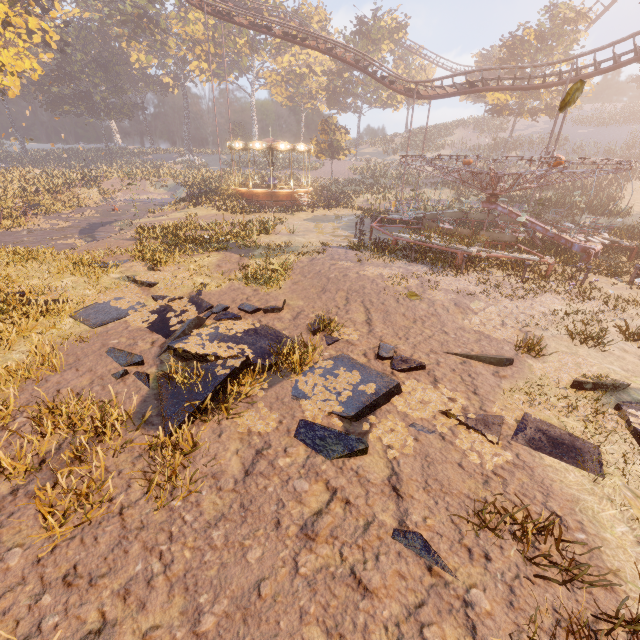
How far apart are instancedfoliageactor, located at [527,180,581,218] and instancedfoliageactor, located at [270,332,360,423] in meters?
30.5

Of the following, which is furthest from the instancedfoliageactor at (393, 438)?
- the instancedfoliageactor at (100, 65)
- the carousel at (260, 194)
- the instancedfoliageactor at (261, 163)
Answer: the instancedfoliageactor at (261, 163)

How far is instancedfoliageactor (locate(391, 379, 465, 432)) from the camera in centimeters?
552cm

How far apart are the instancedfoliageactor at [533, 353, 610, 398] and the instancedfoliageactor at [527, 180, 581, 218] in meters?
26.5 m

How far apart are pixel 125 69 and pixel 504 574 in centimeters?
7462cm

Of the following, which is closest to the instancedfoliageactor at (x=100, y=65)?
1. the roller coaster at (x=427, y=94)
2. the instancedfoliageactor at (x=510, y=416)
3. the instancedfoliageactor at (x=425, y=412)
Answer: the roller coaster at (x=427, y=94)

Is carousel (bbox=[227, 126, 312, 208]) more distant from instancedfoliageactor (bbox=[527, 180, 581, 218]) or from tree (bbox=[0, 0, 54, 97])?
instancedfoliageactor (bbox=[527, 180, 581, 218])

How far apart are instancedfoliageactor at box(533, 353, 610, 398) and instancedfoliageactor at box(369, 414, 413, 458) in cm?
201
